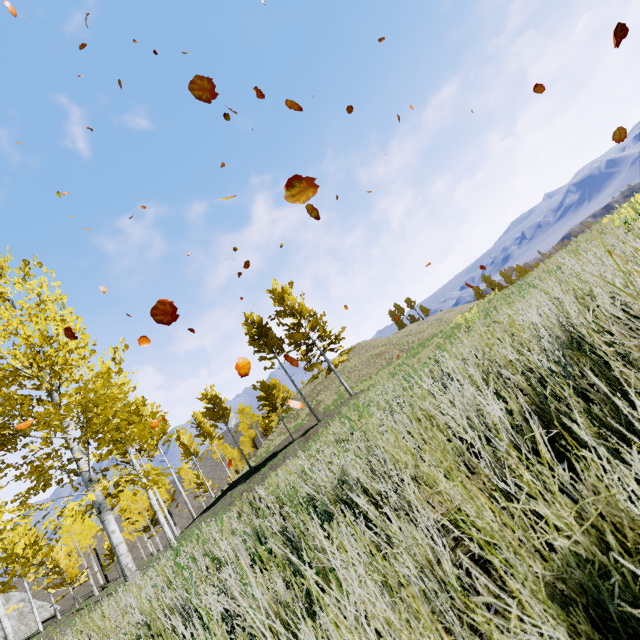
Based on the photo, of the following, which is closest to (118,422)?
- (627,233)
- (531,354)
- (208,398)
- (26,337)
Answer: (26,337)

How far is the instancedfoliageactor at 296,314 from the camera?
22.2m

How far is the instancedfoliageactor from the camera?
22.22m
